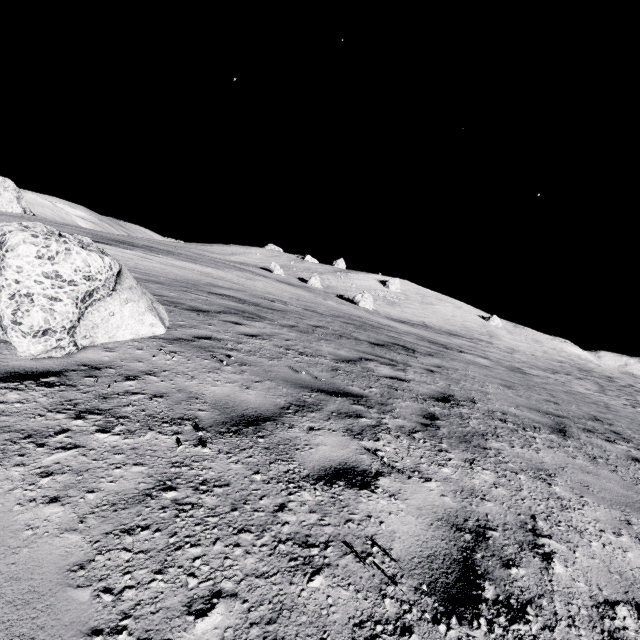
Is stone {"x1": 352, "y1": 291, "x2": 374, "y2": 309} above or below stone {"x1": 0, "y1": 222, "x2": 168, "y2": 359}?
above

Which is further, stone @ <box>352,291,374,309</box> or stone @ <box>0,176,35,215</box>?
stone @ <box>0,176,35,215</box>

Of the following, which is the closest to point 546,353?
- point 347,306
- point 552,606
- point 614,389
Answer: point 614,389

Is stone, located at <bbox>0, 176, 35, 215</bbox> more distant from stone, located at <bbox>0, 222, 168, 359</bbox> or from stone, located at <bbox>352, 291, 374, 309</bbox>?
stone, located at <bbox>0, 222, 168, 359</bbox>

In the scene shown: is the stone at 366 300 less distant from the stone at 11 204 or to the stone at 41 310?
the stone at 41 310

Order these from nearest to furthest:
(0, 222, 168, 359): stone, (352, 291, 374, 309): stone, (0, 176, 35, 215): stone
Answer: (0, 222, 168, 359): stone → (352, 291, 374, 309): stone → (0, 176, 35, 215): stone

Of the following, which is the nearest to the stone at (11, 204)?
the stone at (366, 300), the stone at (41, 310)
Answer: the stone at (366, 300)

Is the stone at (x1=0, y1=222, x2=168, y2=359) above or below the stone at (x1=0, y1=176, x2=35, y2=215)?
below
